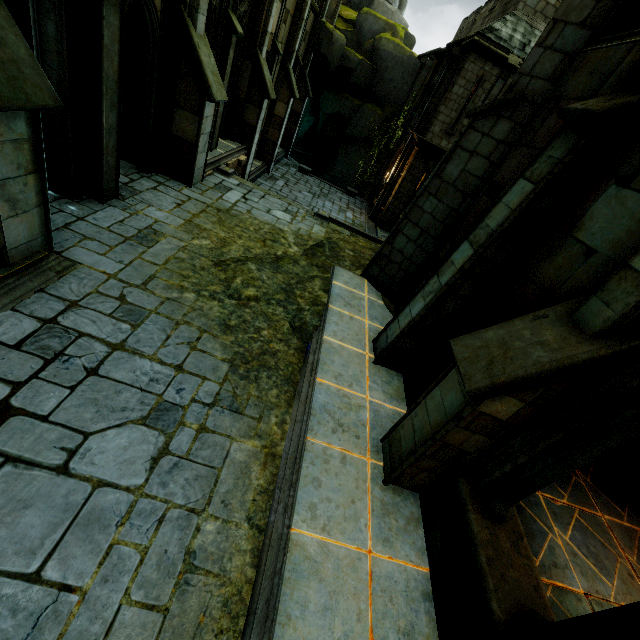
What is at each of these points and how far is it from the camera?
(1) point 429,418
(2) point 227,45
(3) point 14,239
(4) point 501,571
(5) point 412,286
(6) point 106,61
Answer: (1) stone column, 3.9m
(2) stone column, 10.0m
(3) building, 4.5m
(4) wall trim, 3.0m
(5) wall trim, 7.4m
(6) stone column, 5.7m

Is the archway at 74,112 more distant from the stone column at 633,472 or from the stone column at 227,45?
the stone column at 633,472

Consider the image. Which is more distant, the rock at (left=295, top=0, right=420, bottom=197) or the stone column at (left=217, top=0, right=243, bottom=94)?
the rock at (left=295, top=0, right=420, bottom=197)

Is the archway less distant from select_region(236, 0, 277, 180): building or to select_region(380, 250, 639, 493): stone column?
select_region(236, 0, 277, 180): building

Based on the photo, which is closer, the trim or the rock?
the trim

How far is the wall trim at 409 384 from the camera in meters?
5.2

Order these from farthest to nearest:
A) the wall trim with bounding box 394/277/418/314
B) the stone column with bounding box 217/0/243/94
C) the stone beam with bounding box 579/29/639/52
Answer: the stone column with bounding box 217/0/243/94 < the wall trim with bounding box 394/277/418/314 < the stone beam with bounding box 579/29/639/52

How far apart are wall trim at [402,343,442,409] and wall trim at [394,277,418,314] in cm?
66
